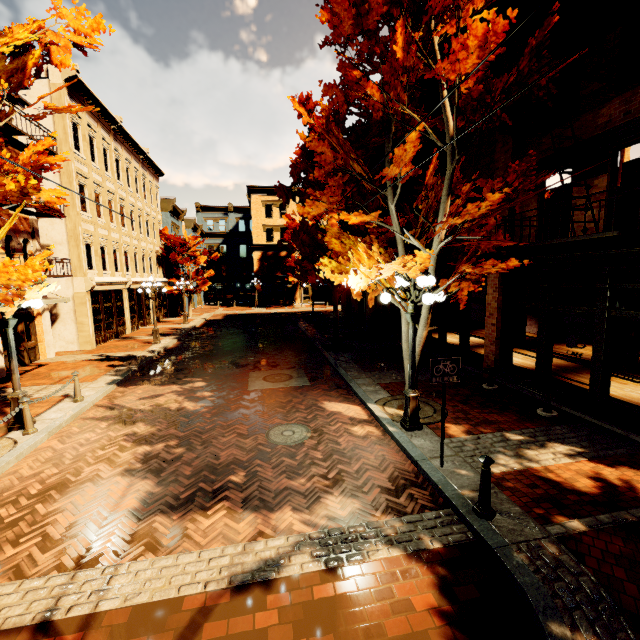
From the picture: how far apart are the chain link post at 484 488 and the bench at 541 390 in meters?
4.3 m

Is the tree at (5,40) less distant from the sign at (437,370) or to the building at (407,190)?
the building at (407,190)

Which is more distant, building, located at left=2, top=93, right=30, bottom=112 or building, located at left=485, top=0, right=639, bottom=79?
building, located at left=2, top=93, right=30, bottom=112

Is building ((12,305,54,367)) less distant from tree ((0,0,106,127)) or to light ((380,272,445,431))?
tree ((0,0,106,127))

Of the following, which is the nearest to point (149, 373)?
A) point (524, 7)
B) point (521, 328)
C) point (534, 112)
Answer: point (534, 112)

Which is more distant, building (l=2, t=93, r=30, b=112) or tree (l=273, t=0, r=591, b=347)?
building (l=2, t=93, r=30, b=112)

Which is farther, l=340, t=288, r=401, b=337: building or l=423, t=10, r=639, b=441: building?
l=340, t=288, r=401, b=337: building
